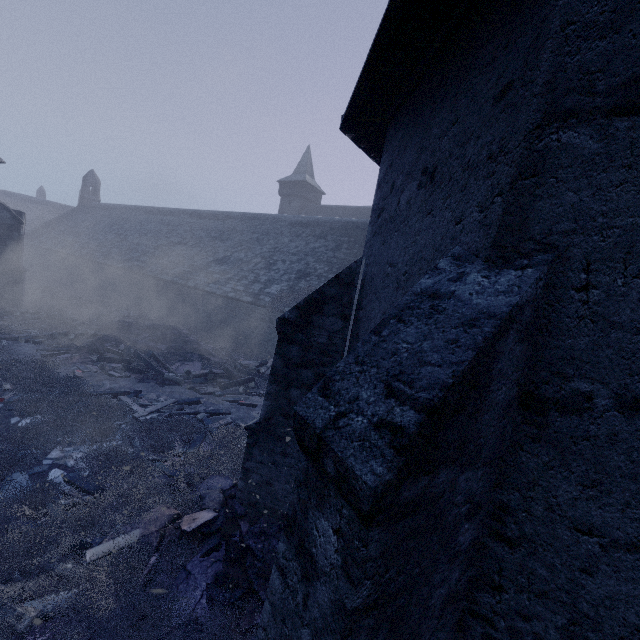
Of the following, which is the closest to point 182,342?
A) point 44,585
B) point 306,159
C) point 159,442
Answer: point 159,442

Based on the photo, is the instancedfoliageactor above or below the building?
below

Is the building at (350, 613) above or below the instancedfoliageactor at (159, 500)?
above

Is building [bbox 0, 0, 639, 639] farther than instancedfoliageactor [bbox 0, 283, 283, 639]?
No

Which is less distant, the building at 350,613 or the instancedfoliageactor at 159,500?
the building at 350,613
